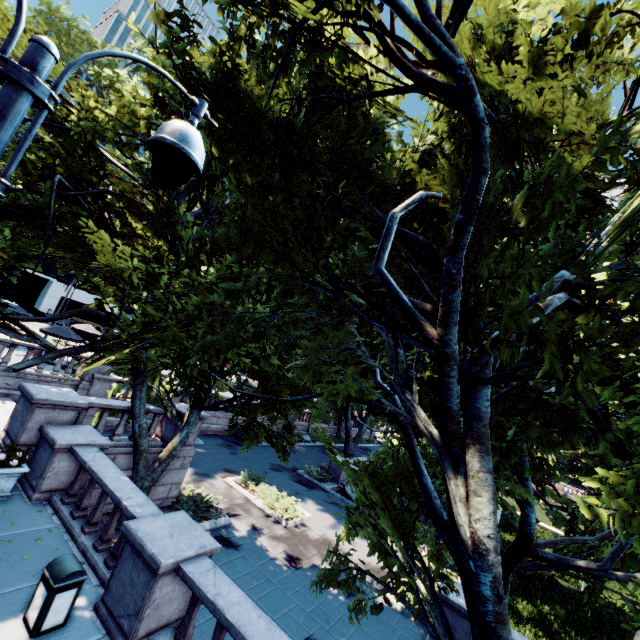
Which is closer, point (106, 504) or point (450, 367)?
point (450, 367)

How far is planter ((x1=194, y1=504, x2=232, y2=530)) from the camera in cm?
1294

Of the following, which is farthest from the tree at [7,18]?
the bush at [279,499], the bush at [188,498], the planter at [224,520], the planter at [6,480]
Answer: the bush at [279,499]

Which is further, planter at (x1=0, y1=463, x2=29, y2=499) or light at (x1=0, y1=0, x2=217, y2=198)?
planter at (x1=0, y1=463, x2=29, y2=499)

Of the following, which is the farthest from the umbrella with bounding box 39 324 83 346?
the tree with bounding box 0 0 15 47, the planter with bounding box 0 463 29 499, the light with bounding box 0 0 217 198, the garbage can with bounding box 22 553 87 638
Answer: the garbage can with bounding box 22 553 87 638

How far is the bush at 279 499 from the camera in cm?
1631

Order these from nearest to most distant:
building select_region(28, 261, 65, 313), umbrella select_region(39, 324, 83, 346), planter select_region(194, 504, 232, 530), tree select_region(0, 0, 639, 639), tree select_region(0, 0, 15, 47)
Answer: tree select_region(0, 0, 639, 639)
tree select_region(0, 0, 15, 47)
planter select_region(194, 504, 232, 530)
umbrella select_region(39, 324, 83, 346)
building select_region(28, 261, 65, 313)

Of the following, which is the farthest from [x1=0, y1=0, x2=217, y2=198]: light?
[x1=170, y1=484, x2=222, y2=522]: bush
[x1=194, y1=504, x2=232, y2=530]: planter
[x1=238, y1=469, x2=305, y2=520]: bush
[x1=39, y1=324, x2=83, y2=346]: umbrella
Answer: [x1=238, y1=469, x2=305, y2=520]: bush
